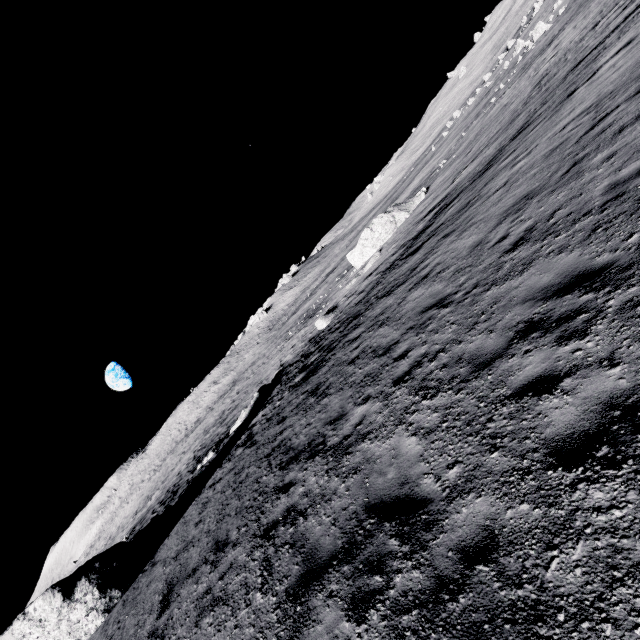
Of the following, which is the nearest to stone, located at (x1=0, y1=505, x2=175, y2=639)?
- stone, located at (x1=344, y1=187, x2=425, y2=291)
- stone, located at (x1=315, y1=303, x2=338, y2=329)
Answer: stone, located at (x1=315, y1=303, x2=338, y2=329)

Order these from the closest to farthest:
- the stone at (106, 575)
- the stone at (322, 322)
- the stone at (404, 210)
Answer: the stone at (106, 575) → the stone at (322, 322) → the stone at (404, 210)

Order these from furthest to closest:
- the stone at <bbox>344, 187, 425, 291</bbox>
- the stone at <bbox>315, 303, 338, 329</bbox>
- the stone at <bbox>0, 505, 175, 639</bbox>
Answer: the stone at <bbox>344, 187, 425, 291</bbox> → the stone at <bbox>315, 303, 338, 329</bbox> → the stone at <bbox>0, 505, 175, 639</bbox>

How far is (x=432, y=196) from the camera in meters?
26.2

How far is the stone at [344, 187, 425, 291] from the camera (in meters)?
28.21

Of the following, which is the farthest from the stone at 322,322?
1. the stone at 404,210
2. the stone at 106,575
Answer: the stone at 106,575

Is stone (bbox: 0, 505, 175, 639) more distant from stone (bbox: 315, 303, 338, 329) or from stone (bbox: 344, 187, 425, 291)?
stone (bbox: 344, 187, 425, 291)
